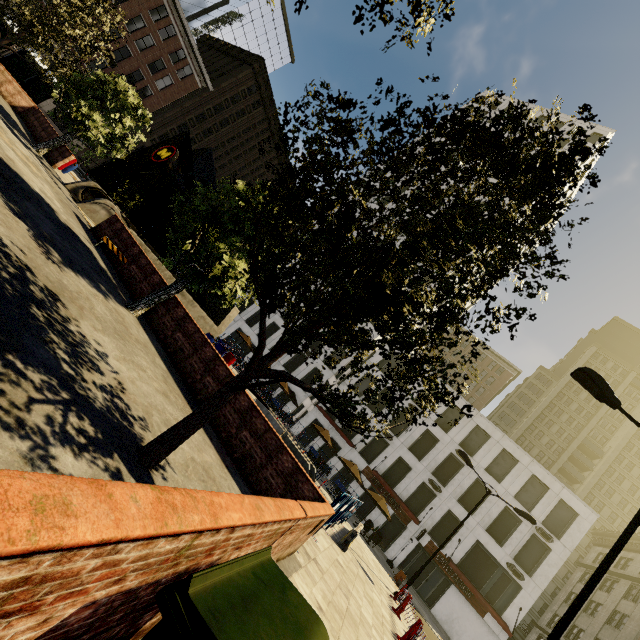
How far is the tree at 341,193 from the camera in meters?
3.5 m

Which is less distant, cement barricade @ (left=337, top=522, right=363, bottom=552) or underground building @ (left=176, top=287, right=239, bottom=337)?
cement barricade @ (left=337, top=522, right=363, bottom=552)

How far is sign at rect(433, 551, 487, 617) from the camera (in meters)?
25.73

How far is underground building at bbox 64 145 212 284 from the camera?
15.7 meters

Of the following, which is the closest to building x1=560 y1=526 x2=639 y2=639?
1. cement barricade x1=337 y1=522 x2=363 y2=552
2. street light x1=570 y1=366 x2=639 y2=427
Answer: street light x1=570 y1=366 x2=639 y2=427

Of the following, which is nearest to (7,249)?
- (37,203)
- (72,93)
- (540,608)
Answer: (37,203)

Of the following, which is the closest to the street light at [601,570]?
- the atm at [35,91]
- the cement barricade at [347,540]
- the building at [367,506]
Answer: the cement barricade at [347,540]

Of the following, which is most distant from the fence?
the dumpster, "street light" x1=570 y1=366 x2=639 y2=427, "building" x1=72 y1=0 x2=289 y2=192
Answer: "building" x1=72 y1=0 x2=289 y2=192
